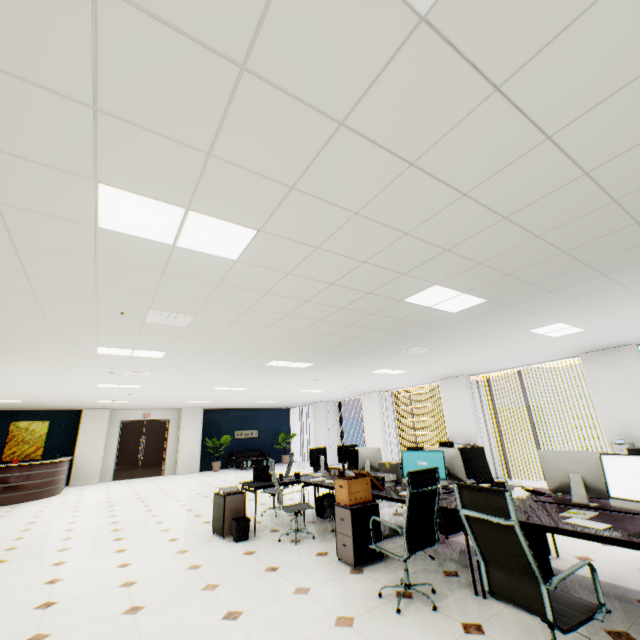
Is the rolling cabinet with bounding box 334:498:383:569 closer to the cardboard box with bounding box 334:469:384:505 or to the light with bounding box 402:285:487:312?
the cardboard box with bounding box 334:469:384:505

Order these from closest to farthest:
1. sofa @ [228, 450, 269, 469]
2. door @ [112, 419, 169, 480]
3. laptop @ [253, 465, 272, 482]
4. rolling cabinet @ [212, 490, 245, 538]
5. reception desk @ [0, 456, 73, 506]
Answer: rolling cabinet @ [212, 490, 245, 538] → laptop @ [253, 465, 272, 482] → reception desk @ [0, 456, 73, 506] → door @ [112, 419, 169, 480] → sofa @ [228, 450, 269, 469]

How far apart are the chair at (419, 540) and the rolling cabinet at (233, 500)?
3.04m

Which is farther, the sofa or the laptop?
the sofa

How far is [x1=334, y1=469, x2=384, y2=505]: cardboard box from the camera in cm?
414

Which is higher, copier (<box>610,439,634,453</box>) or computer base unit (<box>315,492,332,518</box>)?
copier (<box>610,439,634,453</box>)

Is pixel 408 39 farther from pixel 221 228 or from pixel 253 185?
pixel 221 228

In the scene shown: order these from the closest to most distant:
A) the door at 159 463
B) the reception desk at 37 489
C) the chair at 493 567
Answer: the chair at 493 567 < the reception desk at 37 489 < the door at 159 463
